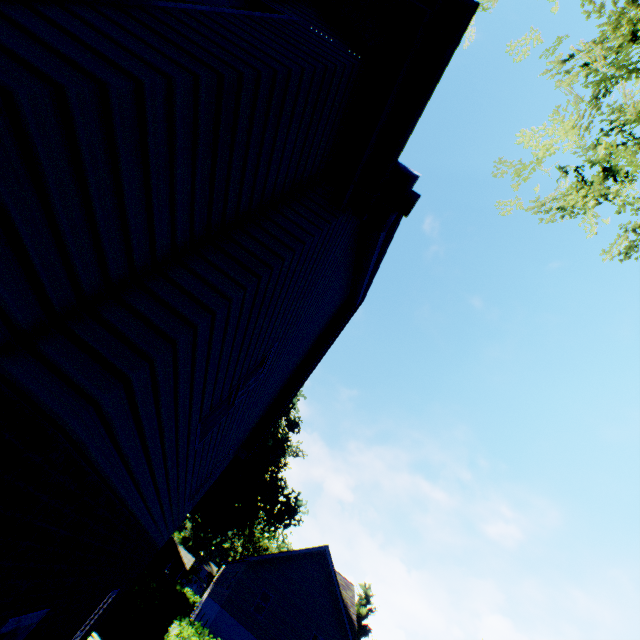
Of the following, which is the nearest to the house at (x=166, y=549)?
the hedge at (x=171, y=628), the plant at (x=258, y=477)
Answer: the plant at (x=258, y=477)

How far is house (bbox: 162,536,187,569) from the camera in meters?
58.4

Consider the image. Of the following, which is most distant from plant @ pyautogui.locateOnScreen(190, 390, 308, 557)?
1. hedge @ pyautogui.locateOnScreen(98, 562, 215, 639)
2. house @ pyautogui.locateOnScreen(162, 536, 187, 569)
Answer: hedge @ pyautogui.locateOnScreen(98, 562, 215, 639)

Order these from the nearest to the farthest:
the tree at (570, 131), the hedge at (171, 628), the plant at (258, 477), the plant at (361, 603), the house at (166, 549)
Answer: the tree at (570, 131)
the hedge at (171, 628)
the plant at (258, 477)
the plant at (361, 603)
the house at (166, 549)

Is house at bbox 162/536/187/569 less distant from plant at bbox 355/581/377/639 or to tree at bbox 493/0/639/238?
plant at bbox 355/581/377/639

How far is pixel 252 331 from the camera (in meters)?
3.26

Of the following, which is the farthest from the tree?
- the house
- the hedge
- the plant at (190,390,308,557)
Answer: the house
